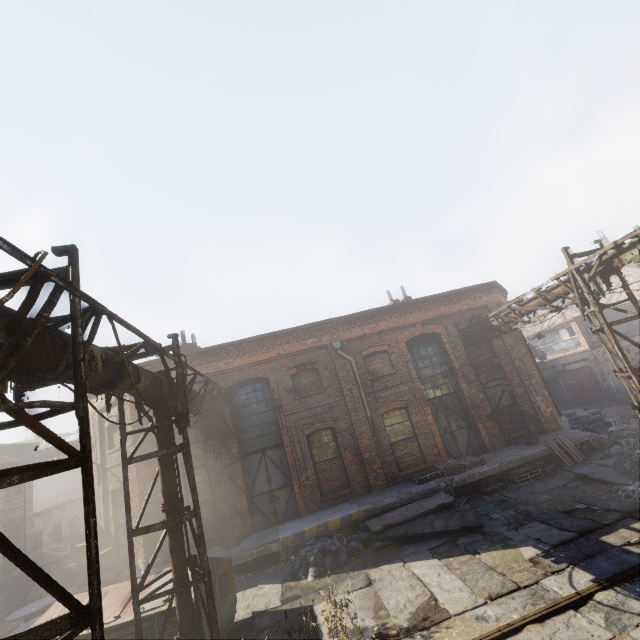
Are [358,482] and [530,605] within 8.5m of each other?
yes

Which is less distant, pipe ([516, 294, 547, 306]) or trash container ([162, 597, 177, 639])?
trash container ([162, 597, 177, 639])

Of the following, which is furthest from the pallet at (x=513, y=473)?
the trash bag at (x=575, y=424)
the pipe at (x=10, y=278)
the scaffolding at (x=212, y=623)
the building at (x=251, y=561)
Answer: the scaffolding at (x=212, y=623)

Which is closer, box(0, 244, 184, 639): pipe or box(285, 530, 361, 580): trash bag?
box(0, 244, 184, 639): pipe

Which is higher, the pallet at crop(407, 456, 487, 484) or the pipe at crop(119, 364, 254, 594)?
the pipe at crop(119, 364, 254, 594)

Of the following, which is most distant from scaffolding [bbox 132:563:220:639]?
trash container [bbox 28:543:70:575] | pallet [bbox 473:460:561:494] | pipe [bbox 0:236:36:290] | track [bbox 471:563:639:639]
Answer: trash container [bbox 28:543:70:575]

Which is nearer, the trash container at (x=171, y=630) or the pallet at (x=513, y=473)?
the trash container at (x=171, y=630)

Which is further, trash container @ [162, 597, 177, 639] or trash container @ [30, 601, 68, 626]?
trash container @ [30, 601, 68, 626]
